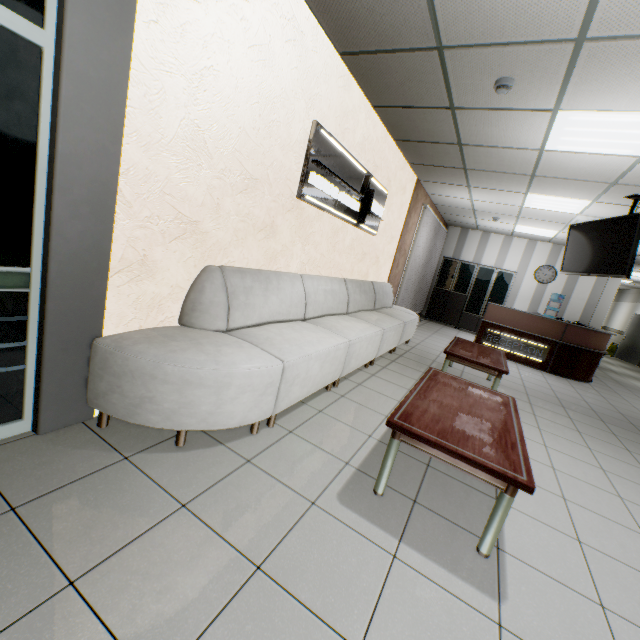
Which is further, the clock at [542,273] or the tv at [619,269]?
the clock at [542,273]

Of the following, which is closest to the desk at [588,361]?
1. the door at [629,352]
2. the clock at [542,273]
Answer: the clock at [542,273]

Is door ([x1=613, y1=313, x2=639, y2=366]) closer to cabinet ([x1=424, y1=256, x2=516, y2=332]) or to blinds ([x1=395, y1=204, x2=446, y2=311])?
cabinet ([x1=424, y1=256, x2=516, y2=332])

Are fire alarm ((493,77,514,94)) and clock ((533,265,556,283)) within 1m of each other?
no

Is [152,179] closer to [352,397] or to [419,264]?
[352,397]

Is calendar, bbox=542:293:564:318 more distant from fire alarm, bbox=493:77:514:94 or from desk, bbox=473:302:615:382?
fire alarm, bbox=493:77:514:94

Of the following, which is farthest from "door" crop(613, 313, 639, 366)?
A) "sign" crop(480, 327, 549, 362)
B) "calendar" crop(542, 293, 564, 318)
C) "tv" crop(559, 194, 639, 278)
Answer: "tv" crop(559, 194, 639, 278)

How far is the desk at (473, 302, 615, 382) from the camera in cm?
696
